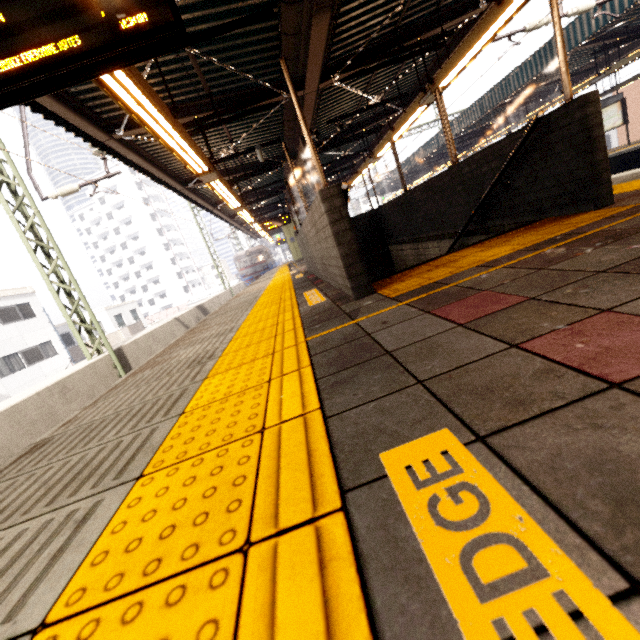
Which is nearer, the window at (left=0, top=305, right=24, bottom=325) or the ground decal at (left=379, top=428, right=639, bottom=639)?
the ground decal at (left=379, top=428, right=639, bottom=639)

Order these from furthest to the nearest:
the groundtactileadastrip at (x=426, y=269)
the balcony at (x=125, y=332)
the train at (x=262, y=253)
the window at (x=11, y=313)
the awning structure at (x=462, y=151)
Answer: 1. the train at (x=262, y=253)
2. the balcony at (x=125, y=332)
3. the window at (x=11, y=313)
4. the awning structure at (x=462, y=151)
5. the groundtactileadastrip at (x=426, y=269)

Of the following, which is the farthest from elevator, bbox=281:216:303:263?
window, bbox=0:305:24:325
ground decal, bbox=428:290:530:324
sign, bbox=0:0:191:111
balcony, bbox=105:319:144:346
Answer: ground decal, bbox=428:290:530:324

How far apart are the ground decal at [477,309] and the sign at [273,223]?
15.51m

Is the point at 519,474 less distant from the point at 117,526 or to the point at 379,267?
the point at 117,526

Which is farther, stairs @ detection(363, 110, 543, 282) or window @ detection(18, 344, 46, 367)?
window @ detection(18, 344, 46, 367)

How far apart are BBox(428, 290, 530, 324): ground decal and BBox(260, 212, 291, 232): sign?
15.5m

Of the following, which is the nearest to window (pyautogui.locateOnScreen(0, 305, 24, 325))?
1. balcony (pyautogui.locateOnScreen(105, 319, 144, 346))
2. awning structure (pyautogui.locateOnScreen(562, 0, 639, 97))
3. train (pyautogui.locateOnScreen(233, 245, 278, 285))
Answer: balcony (pyautogui.locateOnScreen(105, 319, 144, 346))
